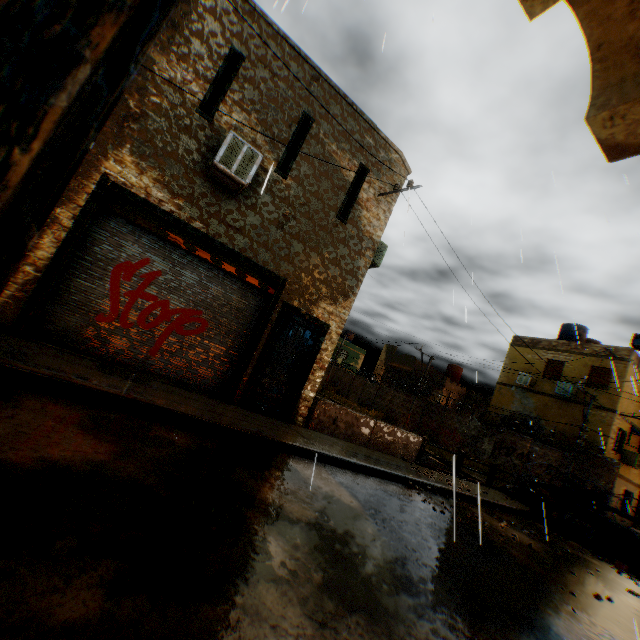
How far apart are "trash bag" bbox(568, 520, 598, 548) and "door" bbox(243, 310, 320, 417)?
10.7 meters

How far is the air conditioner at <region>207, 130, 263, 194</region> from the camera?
6.6m

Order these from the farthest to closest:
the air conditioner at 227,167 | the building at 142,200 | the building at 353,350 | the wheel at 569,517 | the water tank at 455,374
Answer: the building at 353,350 < the water tank at 455,374 < the wheel at 569,517 < the air conditioner at 227,167 < the building at 142,200

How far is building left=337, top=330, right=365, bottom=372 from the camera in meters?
49.2

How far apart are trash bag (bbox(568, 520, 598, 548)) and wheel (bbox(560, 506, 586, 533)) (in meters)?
0.13

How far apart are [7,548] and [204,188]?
6.8 meters

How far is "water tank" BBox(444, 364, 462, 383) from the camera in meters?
34.8

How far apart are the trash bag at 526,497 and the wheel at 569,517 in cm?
64
